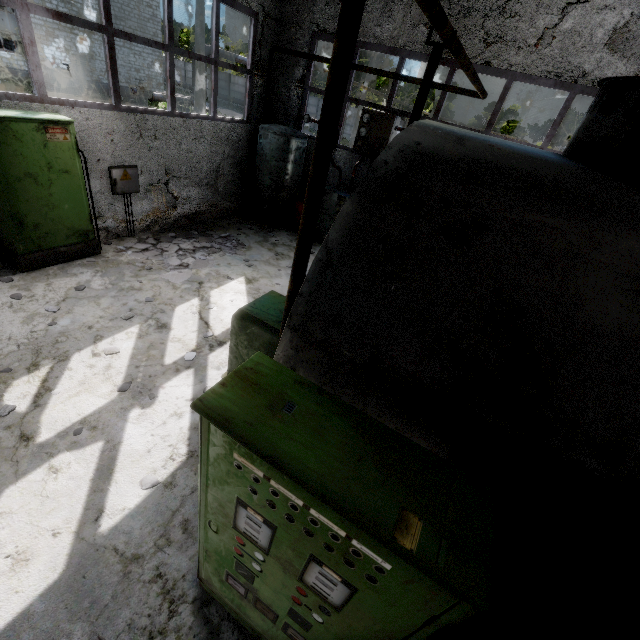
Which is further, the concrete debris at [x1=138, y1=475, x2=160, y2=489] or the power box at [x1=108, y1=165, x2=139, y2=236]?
the power box at [x1=108, y1=165, x2=139, y2=236]

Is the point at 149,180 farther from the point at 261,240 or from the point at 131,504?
the point at 131,504

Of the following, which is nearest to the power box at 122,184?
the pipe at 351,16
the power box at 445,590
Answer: the power box at 445,590

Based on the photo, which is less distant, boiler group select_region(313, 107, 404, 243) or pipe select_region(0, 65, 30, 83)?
boiler group select_region(313, 107, 404, 243)

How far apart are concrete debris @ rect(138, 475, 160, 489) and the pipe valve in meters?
30.0 m

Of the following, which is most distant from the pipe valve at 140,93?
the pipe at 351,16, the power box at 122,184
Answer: the power box at 122,184

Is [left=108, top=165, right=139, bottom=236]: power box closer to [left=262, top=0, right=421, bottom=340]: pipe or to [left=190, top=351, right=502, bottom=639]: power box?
[left=190, top=351, right=502, bottom=639]: power box

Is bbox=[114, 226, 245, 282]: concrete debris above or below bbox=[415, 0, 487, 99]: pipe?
below
